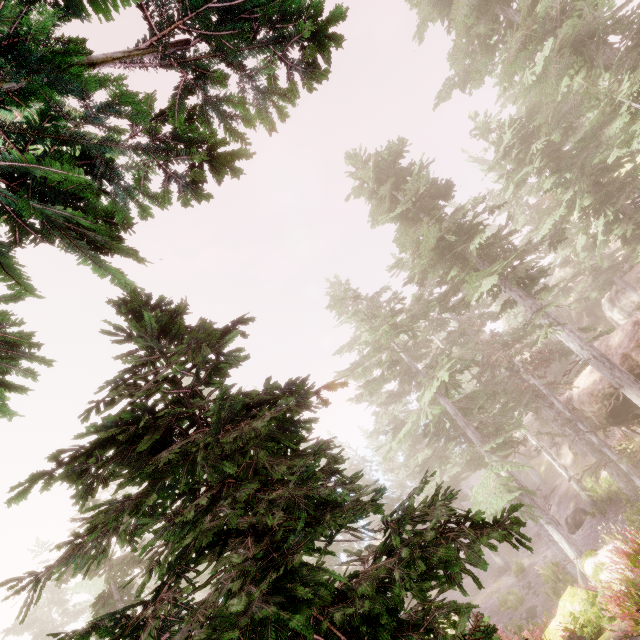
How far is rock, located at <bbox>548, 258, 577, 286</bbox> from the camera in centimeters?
3722cm

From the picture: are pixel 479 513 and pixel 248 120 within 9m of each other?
yes

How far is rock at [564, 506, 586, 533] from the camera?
23.4m

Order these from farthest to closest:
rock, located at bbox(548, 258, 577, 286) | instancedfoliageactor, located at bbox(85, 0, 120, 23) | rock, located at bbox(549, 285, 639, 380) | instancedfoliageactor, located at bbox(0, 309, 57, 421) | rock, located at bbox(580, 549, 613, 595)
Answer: rock, located at bbox(548, 258, 577, 286) < rock, located at bbox(549, 285, 639, 380) < rock, located at bbox(580, 549, 613, 595) < instancedfoliageactor, located at bbox(0, 309, 57, 421) < instancedfoliageactor, located at bbox(85, 0, 120, 23)

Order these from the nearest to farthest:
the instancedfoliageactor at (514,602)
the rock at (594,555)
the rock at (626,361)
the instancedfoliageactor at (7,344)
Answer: the instancedfoliageactor at (7,344), the rock at (594,555), the rock at (626,361), the instancedfoliageactor at (514,602)

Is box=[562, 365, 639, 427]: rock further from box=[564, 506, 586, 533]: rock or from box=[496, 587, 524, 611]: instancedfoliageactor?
box=[564, 506, 586, 533]: rock

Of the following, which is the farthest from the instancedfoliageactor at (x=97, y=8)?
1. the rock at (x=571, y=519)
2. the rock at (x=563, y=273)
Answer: the rock at (x=571, y=519)
